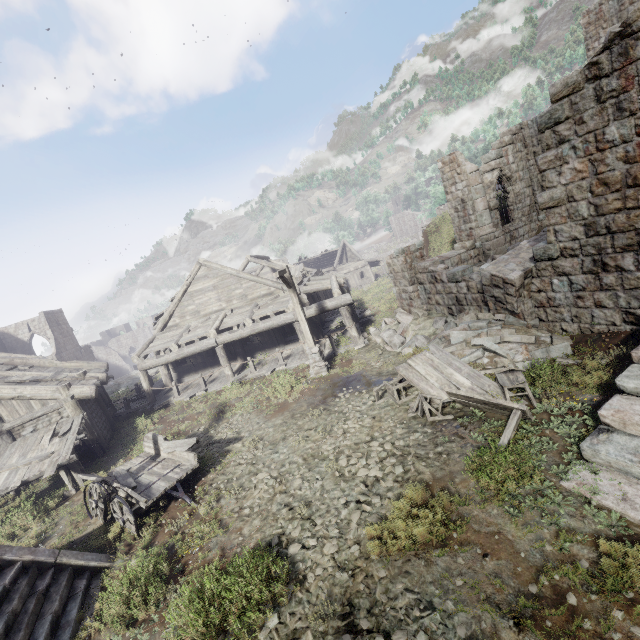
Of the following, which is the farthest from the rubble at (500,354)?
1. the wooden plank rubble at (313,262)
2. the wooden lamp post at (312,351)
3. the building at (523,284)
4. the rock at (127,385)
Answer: the wooden plank rubble at (313,262)

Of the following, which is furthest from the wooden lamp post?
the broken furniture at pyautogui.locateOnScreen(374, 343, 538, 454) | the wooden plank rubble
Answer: the wooden plank rubble

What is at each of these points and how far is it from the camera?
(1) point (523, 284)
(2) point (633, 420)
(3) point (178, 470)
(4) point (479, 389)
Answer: (1) building, 9.6 meters
(2) building, 5.4 meters
(3) cart, 8.7 meters
(4) broken furniture, 8.2 meters

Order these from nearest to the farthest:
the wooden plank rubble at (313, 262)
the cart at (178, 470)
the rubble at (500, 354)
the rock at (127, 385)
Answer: the cart at (178, 470), the rubble at (500, 354), the rock at (127, 385), the wooden plank rubble at (313, 262)

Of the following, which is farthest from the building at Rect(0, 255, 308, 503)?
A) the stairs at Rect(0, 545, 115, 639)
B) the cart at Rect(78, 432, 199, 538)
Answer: the stairs at Rect(0, 545, 115, 639)

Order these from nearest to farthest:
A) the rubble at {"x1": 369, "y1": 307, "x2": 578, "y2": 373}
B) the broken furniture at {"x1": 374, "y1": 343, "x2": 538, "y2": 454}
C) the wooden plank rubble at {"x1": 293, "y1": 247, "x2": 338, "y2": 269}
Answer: the broken furniture at {"x1": 374, "y1": 343, "x2": 538, "y2": 454} < the rubble at {"x1": 369, "y1": 307, "x2": 578, "y2": 373} < the wooden plank rubble at {"x1": 293, "y1": 247, "x2": 338, "y2": 269}

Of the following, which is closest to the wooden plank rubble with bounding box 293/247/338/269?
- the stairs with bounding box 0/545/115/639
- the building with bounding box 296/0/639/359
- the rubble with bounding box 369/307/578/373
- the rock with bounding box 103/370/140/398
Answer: the building with bounding box 296/0/639/359

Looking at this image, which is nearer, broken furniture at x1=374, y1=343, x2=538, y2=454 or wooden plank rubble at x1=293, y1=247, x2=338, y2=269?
broken furniture at x1=374, y1=343, x2=538, y2=454
